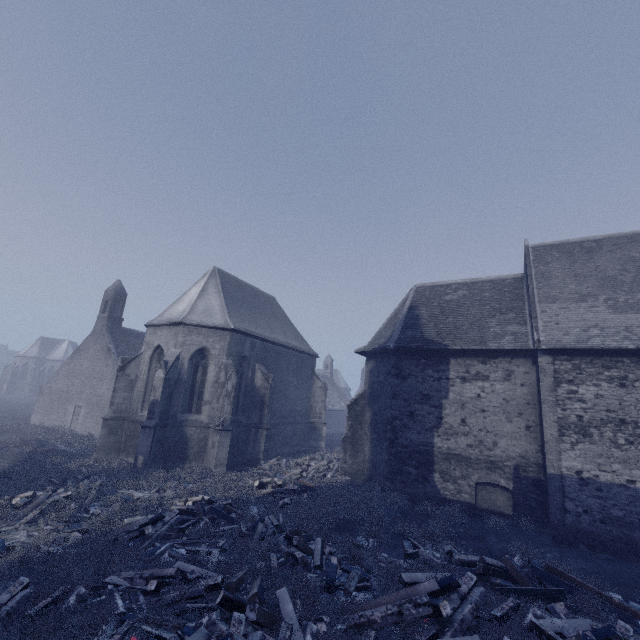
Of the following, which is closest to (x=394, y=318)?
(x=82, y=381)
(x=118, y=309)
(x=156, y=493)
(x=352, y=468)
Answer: (x=352, y=468)

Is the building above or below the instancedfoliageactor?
above

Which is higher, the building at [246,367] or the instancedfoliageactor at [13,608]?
the building at [246,367]

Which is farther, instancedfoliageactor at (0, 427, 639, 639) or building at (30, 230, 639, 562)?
building at (30, 230, 639, 562)

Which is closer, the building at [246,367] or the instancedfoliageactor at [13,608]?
the instancedfoliageactor at [13,608]
